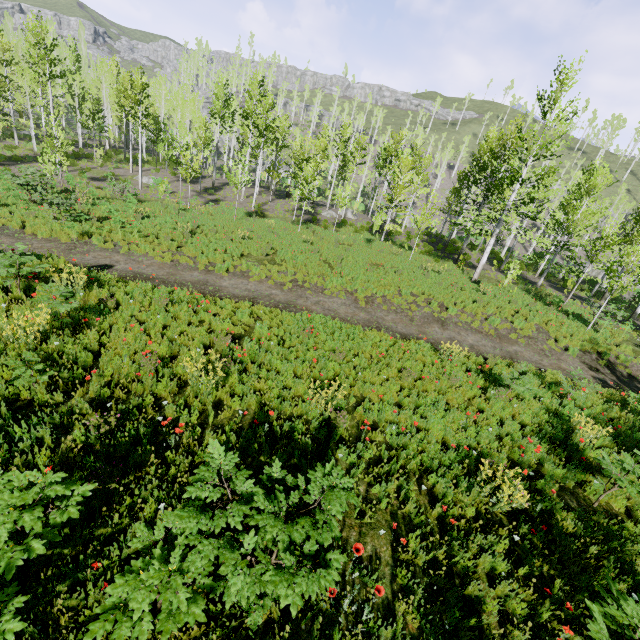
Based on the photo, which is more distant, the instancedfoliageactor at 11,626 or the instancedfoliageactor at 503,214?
the instancedfoliageactor at 503,214

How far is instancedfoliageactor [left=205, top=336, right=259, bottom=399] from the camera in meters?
6.3 m

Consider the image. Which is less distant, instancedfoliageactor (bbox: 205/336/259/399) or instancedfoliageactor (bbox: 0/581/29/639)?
instancedfoliageactor (bbox: 0/581/29/639)

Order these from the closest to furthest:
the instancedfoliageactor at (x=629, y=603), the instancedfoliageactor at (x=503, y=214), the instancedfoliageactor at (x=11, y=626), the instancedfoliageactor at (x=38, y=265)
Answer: the instancedfoliageactor at (x=11, y=626) → the instancedfoliageactor at (x=629, y=603) → the instancedfoliageactor at (x=38, y=265) → the instancedfoliageactor at (x=503, y=214)

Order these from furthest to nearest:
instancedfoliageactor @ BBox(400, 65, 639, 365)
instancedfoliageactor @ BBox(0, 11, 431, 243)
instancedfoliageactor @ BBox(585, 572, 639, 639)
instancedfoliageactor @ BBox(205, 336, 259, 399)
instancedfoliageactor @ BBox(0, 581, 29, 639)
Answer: instancedfoliageactor @ BBox(0, 11, 431, 243), instancedfoliageactor @ BBox(400, 65, 639, 365), instancedfoliageactor @ BBox(205, 336, 259, 399), instancedfoliageactor @ BBox(585, 572, 639, 639), instancedfoliageactor @ BBox(0, 581, 29, 639)

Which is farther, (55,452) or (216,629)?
(55,452)
